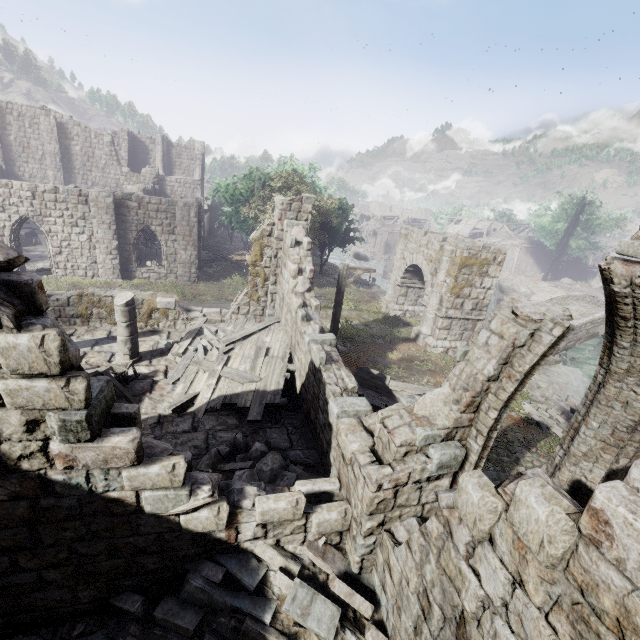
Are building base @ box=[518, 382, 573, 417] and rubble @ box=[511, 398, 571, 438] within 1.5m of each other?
yes

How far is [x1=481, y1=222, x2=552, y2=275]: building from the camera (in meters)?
54.09

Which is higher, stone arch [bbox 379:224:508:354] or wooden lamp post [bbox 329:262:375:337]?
wooden lamp post [bbox 329:262:375:337]

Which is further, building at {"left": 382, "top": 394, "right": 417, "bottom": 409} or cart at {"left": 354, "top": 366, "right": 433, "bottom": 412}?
cart at {"left": 354, "top": 366, "right": 433, "bottom": 412}

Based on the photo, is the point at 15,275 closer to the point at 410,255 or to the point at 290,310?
the point at 290,310

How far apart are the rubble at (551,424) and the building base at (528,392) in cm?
1

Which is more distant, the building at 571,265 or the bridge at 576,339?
the building at 571,265
